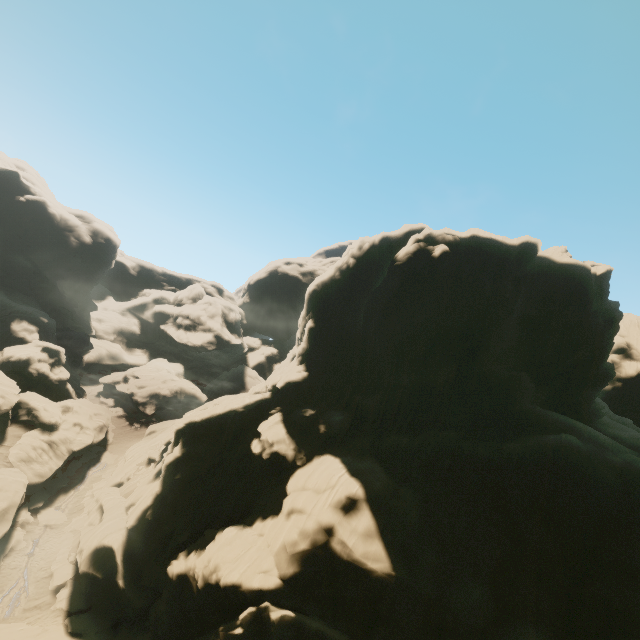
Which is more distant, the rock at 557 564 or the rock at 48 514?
the rock at 48 514

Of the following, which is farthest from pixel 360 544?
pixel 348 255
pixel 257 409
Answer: pixel 348 255

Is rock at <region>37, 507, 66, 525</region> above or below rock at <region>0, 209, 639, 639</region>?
below

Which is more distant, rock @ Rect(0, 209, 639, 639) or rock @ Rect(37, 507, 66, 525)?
rock @ Rect(37, 507, 66, 525)

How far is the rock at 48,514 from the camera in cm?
3434

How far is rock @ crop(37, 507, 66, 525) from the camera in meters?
34.3
